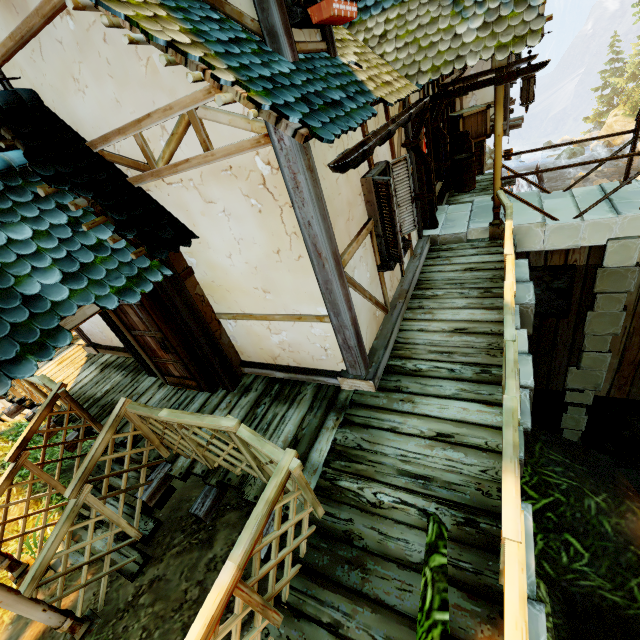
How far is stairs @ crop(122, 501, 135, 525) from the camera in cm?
428

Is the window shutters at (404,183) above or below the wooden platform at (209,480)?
above

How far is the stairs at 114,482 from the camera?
4.6m

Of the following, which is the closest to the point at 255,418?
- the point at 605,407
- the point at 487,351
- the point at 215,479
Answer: the point at 215,479

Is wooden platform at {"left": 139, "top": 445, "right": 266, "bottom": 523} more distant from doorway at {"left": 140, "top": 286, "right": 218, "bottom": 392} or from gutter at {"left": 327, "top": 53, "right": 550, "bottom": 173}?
gutter at {"left": 327, "top": 53, "right": 550, "bottom": 173}

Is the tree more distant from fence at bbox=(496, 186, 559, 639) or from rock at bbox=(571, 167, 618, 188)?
rock at bbox=(571, 167, 618, 188)

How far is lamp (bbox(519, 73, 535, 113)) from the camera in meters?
4.9 m

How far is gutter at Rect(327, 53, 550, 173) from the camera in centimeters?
276cm
